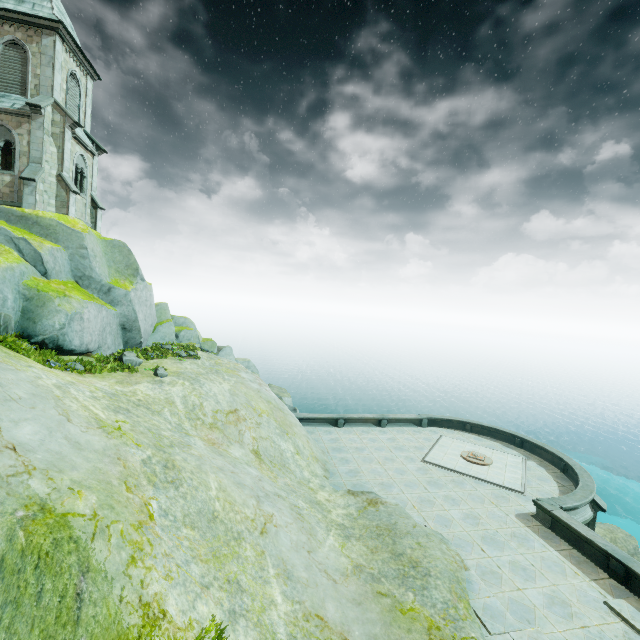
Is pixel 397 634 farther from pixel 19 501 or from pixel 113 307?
pixel 113 307

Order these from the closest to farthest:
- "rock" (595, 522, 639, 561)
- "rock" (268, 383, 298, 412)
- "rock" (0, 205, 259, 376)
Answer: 1. "rock" (0, 205, 259, 376)
2. "rock" (595, 522, 639, 561)
3. "rock" (268, 383, 298, 412)

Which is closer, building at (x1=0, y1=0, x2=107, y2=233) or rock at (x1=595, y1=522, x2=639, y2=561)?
building at (x1=0, y1=0, x2=107, y2=233)

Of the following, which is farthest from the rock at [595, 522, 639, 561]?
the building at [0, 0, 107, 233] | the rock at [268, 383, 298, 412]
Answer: the building at [0, 0, 107, 233]

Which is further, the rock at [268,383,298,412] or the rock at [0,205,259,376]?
the rock at [268,383,298,412]

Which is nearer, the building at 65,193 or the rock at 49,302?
the rock at 49,302

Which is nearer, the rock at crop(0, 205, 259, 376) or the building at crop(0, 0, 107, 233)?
the rock at crop(0, 205, 259, 376)

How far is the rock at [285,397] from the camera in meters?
27.5
